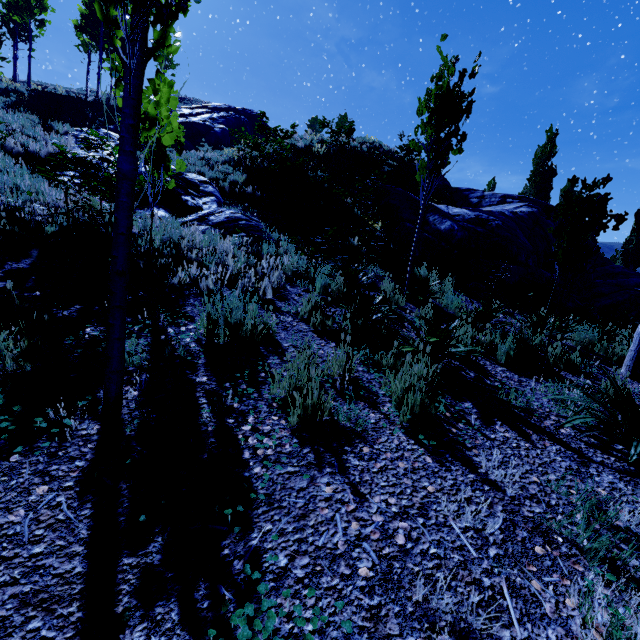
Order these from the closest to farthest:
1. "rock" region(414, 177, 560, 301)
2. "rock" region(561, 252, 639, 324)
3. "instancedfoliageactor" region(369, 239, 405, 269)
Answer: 1. "instancedfoliageactor" region(369, 239, 405, 269)
2. "rock" region(414, 177, 560, 301)
3. "rock" region(561, 252, 639, 324)

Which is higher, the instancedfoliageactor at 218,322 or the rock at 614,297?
the rock at 614,297

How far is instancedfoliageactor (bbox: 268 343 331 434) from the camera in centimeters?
233cm

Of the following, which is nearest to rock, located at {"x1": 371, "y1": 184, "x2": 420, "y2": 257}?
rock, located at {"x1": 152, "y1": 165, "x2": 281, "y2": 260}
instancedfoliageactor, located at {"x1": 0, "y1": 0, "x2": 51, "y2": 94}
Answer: rock, located at {"x1": 152, "y1": 165, "x2": 281, "y2": 260}

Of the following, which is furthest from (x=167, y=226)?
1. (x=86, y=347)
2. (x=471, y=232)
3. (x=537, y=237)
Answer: (x=537, y=237)

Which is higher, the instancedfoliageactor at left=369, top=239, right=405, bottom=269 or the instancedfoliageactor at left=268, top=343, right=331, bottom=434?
the instancedfoliageactor at left=369, top=239, right=405, bottom=269

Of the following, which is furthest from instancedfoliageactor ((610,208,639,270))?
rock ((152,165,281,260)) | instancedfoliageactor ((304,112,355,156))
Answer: instancedfoliageactor ((304,112,355,156))

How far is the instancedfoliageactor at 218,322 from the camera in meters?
3.3 m
